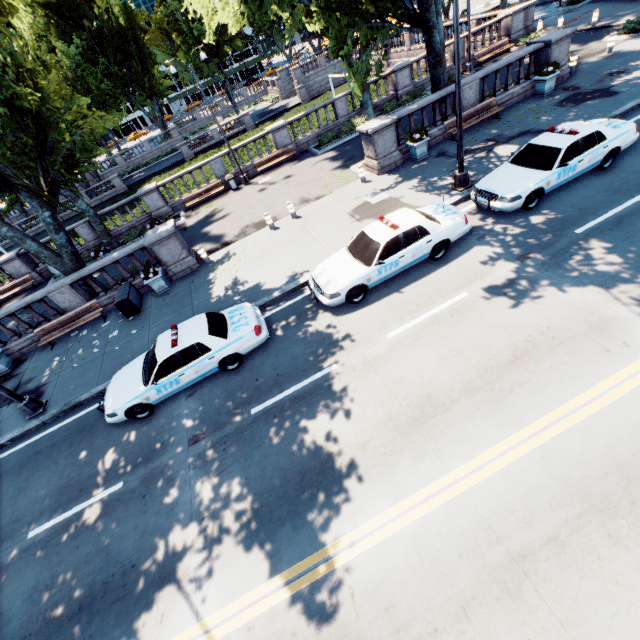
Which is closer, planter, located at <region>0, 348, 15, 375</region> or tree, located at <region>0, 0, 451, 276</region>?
tree, located at <region>0, 0, 451, 276</region>

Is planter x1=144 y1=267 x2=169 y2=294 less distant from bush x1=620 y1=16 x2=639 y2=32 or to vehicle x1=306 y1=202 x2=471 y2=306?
vehicle x1=306 y1=202 x2=471 y2=306

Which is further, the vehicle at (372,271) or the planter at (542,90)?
the planter at (542,90)

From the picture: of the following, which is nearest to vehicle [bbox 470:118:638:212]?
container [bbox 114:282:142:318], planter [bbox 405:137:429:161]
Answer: planter [bbox 405:137:429:161]

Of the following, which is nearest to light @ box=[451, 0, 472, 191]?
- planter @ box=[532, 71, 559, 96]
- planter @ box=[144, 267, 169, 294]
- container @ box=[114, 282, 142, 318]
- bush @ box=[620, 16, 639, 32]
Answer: planter @ box=[532, 71, 559, 96]

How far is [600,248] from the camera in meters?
8.4 m

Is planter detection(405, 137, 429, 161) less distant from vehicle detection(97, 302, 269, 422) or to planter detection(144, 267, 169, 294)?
vehicle detection(97, 302, 269, 422)

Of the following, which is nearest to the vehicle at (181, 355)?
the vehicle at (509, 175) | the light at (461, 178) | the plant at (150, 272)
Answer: the vehicle at (509, 175)
